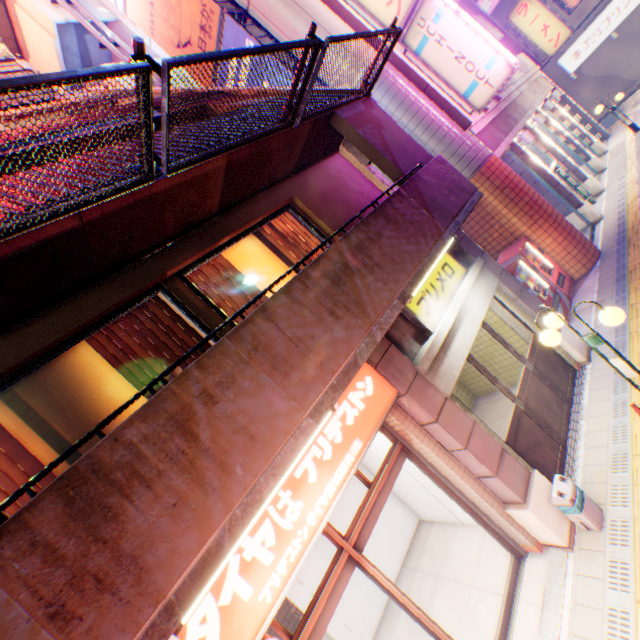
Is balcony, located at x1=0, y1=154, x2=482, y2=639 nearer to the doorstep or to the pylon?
the pylon

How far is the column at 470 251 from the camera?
7.0m

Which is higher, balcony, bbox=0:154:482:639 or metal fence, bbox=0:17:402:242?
metal fence, bbox=0:17:402:242

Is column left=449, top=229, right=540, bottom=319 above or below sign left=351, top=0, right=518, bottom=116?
below

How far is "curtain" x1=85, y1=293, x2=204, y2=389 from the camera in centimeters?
409cm

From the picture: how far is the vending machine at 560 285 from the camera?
8.55m

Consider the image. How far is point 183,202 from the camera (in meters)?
4.30

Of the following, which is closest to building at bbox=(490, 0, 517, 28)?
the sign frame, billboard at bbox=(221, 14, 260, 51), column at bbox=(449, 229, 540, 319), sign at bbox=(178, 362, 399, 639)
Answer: the sign frame
